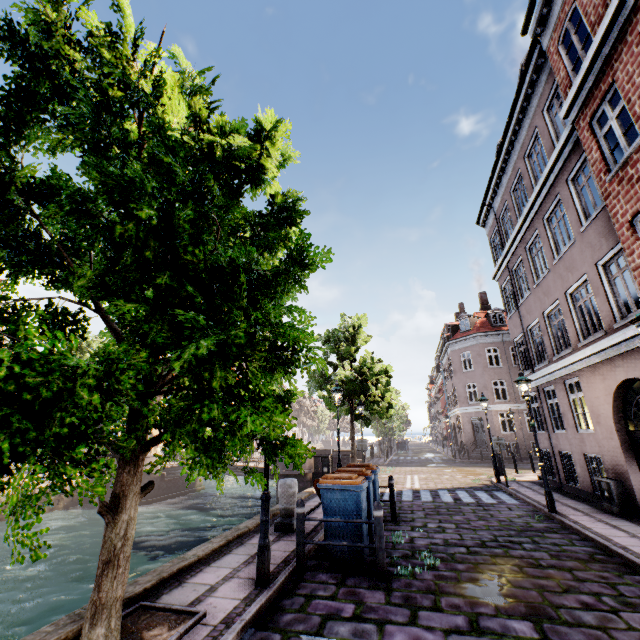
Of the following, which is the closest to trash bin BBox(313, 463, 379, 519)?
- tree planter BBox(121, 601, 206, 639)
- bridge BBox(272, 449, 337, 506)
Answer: tree planter BBox(121, 601, 206, 639)

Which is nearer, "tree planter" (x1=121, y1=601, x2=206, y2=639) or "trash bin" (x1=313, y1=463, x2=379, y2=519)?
"tree planter" (x1=121, y1=601, x2=206, y2=639)

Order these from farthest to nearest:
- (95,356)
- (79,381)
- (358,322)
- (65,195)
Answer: (358,322), (95,356), (65,195), (79,381)

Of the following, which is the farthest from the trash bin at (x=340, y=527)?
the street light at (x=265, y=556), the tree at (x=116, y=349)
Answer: the tree at (x=116, y=349)

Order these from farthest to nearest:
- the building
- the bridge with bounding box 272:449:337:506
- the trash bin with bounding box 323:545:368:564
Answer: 1. the bridge with bounding box 272:449:337:506
2. the building
3. the trash bin with bounding box 323:545:368:564

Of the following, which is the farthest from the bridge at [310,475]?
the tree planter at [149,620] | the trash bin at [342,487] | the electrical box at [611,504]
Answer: the tree planter at [149,620]

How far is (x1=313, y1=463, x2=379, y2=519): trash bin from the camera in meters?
5.9 m

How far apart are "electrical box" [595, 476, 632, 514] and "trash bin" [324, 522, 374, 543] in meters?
7.4 m
